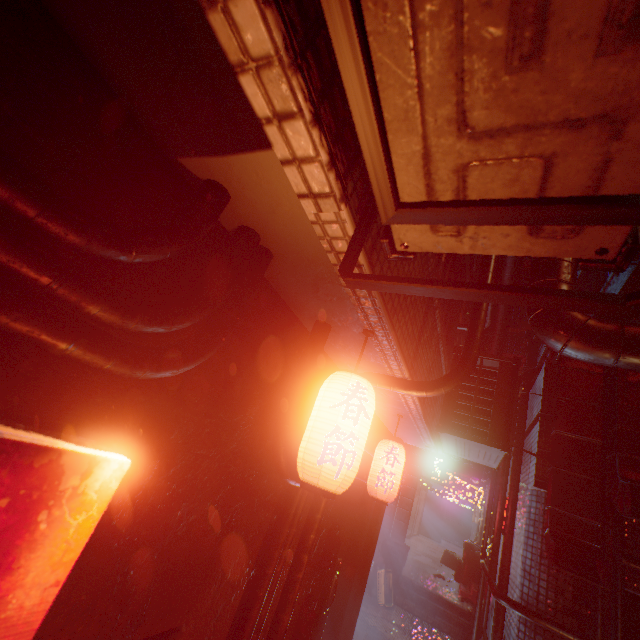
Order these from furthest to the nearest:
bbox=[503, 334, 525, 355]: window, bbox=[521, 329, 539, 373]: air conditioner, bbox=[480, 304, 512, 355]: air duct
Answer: bbox=[503, 334, 525, 355]: window < bbox=[521, 329, 539, 373]: air conditioner < bbox=[480, 304, 512, 355]: air duct

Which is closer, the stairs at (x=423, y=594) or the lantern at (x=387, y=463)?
the lantern at (x=387, y=463)

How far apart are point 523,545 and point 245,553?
3.8m

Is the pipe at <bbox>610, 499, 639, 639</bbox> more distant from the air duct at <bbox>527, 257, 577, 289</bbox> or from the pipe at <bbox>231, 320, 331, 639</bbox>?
the pipe at <bbox>231, 320, 331, 639</bbox>

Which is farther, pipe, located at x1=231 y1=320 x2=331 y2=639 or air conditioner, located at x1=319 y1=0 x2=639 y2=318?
pipe, located at x1=231 y1=320 x2=331 y2=639

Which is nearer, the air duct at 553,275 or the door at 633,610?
the air duct at 553,275

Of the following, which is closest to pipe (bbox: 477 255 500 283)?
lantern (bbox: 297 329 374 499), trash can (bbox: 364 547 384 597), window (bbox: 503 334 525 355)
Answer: lantern (bbox: 297 329 374 499)

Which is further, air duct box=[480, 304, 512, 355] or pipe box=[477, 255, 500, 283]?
air duct box=[480, 304, 512, 355]
